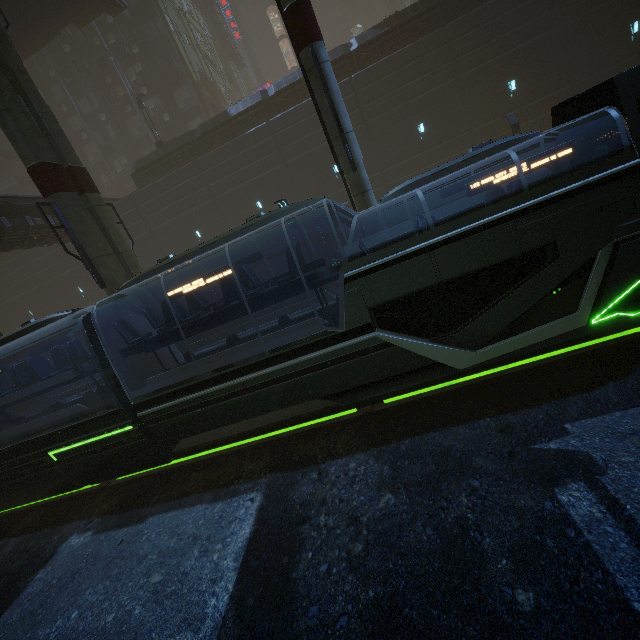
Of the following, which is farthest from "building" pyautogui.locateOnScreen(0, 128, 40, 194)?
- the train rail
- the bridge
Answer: the bridge

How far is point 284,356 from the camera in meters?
7.6 m

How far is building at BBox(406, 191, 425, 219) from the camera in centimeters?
2229cm

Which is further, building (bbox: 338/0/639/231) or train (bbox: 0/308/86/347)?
building (bbox: 338/0/639/231)

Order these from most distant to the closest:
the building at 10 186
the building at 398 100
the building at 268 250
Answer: the building at 10 186, the building at 268 250, the building at 398 100

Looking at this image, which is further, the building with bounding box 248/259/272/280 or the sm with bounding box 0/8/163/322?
the building with bounding box 248/259/272/280

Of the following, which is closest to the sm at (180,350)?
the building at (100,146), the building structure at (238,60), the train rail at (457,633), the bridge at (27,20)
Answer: the building at (100,146)
